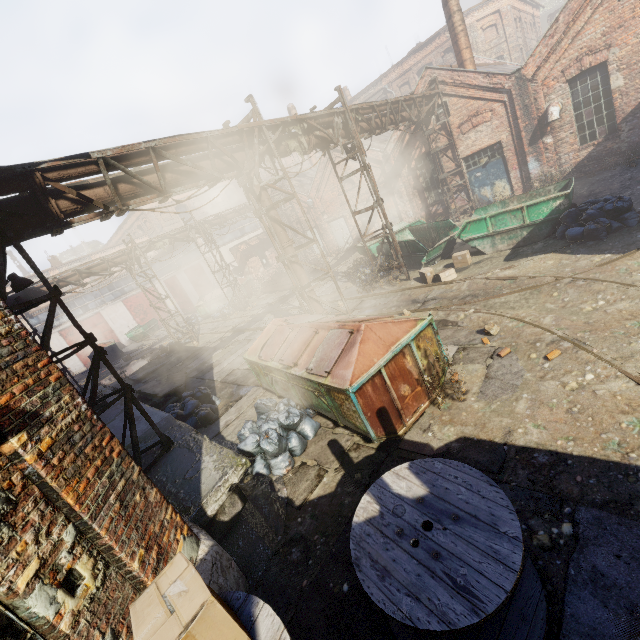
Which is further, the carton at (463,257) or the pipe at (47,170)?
the carton at (463,257)

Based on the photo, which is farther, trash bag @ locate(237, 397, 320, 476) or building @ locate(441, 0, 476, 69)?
building @ locate(441, 0, 476, 69)

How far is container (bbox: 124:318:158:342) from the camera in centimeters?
3042cm

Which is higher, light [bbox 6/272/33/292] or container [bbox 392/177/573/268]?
light [bbox 6/272/33/292]

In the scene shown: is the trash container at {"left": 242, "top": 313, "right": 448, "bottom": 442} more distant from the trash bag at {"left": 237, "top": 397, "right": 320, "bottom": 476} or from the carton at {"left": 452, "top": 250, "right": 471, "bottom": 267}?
the carton at {"left": 452, "top": 250, "right": 471, "bottom": 267}

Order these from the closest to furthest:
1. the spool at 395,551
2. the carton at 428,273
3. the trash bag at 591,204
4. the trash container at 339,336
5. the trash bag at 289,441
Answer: the spool at 395,551 → the trash container at 339,336 → the trash bag at 289,441 → the trash bag at 591,204 → the carton at 428,273

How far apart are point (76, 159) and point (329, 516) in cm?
717

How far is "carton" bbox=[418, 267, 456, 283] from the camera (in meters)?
10.84
